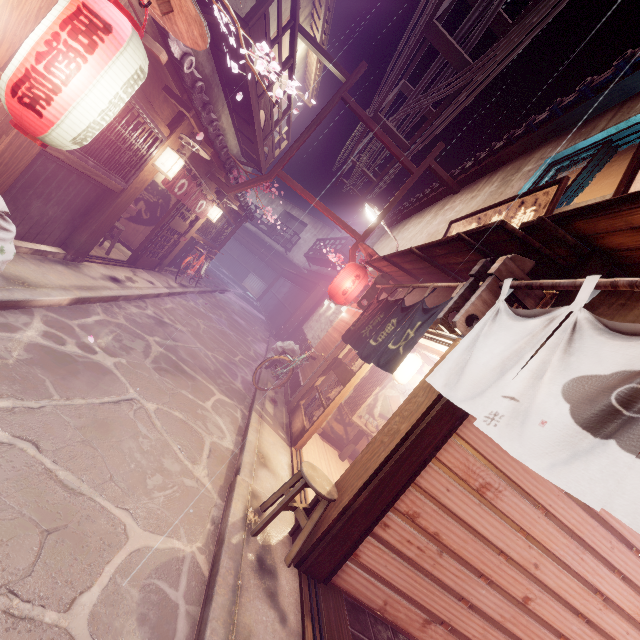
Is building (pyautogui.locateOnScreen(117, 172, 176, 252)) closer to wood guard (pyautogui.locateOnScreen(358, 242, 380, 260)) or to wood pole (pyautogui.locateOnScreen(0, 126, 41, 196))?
wood pole (pyautogui.locateOnScreen(0, 126, 41, 196))

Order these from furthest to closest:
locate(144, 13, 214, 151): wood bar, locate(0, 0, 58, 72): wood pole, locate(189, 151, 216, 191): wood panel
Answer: locate(189, 151, 216, 191): wood panel
locate(144, 13, 214, 151): wood bar
locate(0, 0, 58, 72): wood pole

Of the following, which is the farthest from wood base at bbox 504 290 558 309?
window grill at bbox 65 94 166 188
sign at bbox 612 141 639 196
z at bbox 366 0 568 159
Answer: window grill at bbox 65 94 166 188

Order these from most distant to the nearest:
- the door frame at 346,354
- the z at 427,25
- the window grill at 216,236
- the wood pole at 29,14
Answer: the window grill at 216,236
the door frame at 346,354
the z at 427,25
the wood pole at 29,14

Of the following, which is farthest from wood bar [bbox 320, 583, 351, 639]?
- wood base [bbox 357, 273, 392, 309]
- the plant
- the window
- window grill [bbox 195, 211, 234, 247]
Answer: window grill [bbox 195, 211, 234, 247]

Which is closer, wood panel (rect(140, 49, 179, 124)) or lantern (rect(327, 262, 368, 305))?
wood panel (rect(140, 49, 179, 124))

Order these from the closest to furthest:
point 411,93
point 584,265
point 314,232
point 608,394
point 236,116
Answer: point 608,394 < point 584,265 < point 411,93 < point 236,116 < point 314,232

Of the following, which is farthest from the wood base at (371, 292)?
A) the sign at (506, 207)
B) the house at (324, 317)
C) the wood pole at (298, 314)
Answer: the wood pole at (298, 314)
